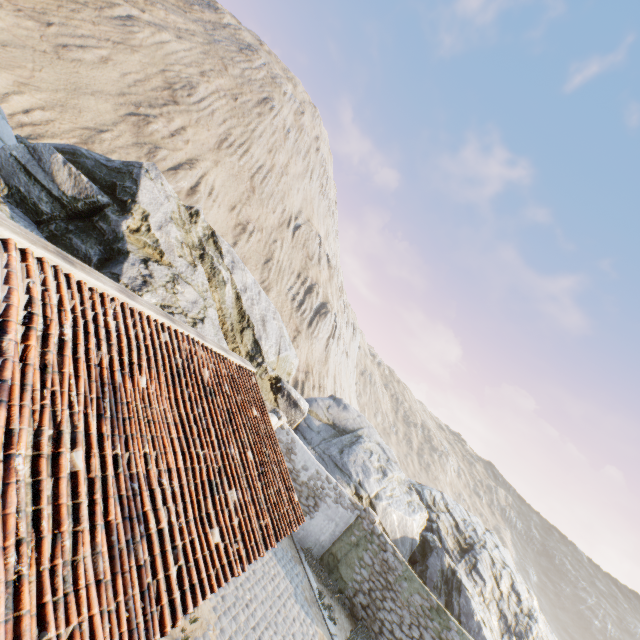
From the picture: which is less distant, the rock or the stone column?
the rock

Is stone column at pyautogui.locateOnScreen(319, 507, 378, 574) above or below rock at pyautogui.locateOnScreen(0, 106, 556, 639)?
below

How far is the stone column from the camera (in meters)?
13.64

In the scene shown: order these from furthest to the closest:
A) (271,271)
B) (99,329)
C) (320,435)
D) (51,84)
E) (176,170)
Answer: (271,271) < (176,170) < (51,84) < (320,435) < (99,329)

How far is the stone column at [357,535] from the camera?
13.64m

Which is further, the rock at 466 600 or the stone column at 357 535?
the stone column at 357 535
